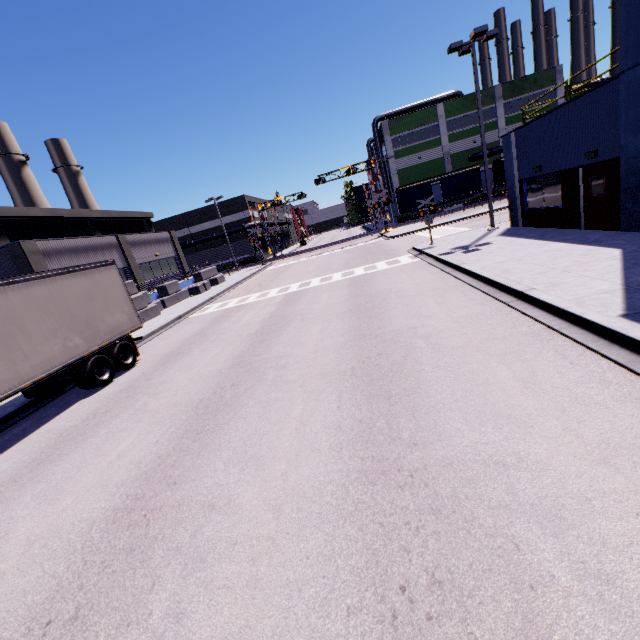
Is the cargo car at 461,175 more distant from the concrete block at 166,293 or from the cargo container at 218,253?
the cargo container at 218,253

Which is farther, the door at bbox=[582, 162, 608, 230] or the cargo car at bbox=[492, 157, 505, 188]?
the cargo car at bbox=[492, 157, 505, 188]

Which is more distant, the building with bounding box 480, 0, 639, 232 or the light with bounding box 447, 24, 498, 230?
the light with bounding box 447, 24, 498, 230

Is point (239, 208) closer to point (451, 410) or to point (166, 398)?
point (166, 398)

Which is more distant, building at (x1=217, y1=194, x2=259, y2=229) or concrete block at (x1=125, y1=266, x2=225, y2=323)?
building at (x1=217, y1=194, x2=259, y2=229)

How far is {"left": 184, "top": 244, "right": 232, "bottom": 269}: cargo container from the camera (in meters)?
50.44

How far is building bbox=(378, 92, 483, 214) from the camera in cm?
4647

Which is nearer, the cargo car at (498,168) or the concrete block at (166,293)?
the concrete block at (166,293)
